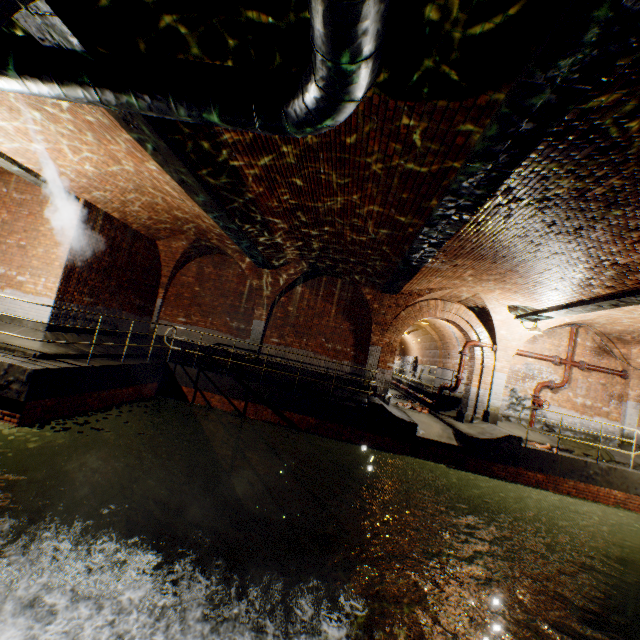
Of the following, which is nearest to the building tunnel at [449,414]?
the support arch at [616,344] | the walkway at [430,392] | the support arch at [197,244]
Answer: the walkway at [430,392]

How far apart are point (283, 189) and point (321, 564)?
10.7 meters

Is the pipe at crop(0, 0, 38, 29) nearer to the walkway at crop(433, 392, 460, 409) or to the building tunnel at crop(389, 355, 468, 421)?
the building tunnel at crop(389, 355, 468, 421)

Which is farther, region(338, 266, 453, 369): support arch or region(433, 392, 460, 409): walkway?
region(433, 392, 460, 409): walkway

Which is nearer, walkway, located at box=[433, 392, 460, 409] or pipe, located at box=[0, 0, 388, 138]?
pipe, located at box=[0, 0, 388, 138]

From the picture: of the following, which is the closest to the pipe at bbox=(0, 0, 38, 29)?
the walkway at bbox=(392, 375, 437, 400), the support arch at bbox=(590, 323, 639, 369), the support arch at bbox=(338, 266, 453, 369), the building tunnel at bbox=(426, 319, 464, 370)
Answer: the support arch at bbox=(338, 266, 453, 369)

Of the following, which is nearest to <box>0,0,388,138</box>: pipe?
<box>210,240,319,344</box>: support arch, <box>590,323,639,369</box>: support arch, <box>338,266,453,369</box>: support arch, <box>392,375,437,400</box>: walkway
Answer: <box>338,266,453,369</box>: support arch

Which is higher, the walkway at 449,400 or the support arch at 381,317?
the support arch at 381,317
